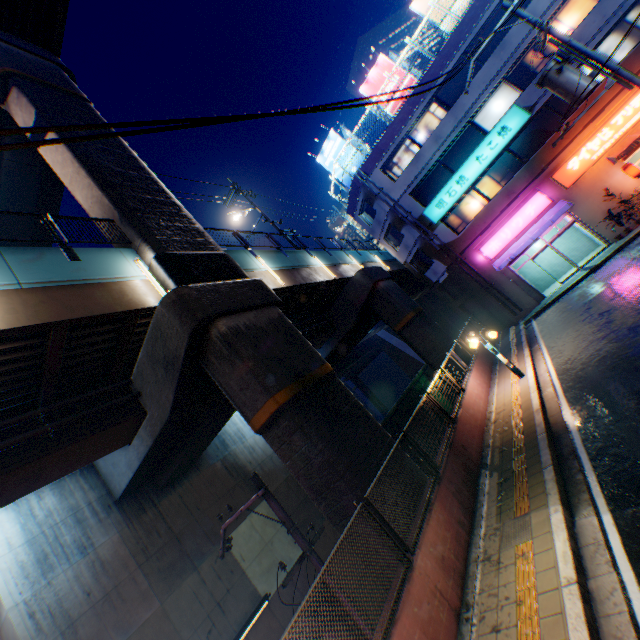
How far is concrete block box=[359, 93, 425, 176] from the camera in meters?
22.0

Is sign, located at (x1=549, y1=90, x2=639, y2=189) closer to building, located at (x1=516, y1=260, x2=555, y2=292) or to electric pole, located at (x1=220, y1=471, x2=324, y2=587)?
building, located at (x1=516, y1=260, x2=555, y2=292)

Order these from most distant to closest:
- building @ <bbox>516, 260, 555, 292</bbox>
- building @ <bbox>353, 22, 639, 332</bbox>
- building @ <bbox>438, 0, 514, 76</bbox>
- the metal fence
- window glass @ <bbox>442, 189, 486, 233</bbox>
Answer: building @ <bbox>516, 260, 555, 292</bbox> < window glass @ <bbox>442, 189, 486, 233</bbox> < building @ <bbox>438, 0, 514, 76</bbox> < building @ <bbox>353, 22, 639, 332</bbox> < the metal fence

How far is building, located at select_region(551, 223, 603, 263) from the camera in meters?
21.0

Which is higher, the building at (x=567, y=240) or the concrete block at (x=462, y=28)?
the concrete block at (x=462, y=28)

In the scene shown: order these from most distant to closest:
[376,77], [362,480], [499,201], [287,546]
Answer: [376,77]
[499,201]
[287,546]
[362,480]

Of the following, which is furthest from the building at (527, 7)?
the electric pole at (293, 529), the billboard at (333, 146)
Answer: the electric pole at (293, 529)

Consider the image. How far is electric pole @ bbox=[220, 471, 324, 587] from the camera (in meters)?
6.56
